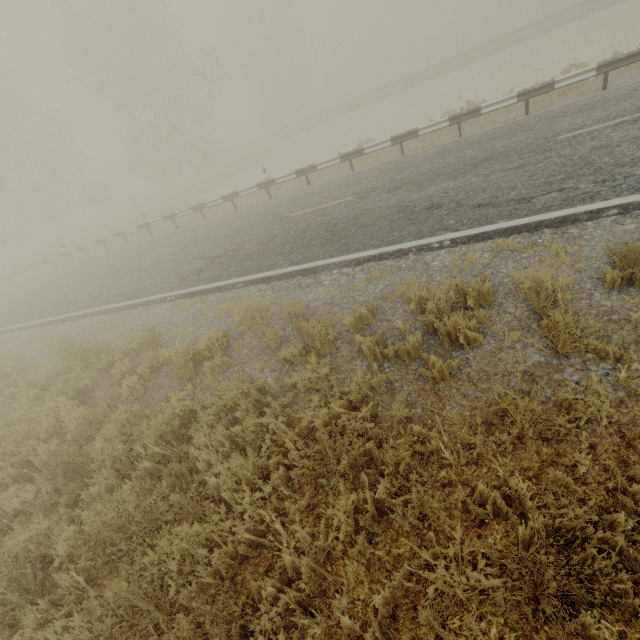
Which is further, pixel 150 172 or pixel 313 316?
pixel 150 172

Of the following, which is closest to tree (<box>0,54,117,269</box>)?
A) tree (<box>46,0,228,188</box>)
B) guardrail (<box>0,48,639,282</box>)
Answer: guardrail (<box>0,48,639,282</box>)

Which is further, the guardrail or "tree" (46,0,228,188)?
"tree" (46,0,228,188)

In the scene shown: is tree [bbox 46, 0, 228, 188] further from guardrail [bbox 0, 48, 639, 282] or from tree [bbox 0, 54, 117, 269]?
guardrail [bbox 0, 48, 639, 282]

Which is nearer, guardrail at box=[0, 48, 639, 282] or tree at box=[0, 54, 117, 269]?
guardrail at box=[0, 48, 639, 282]

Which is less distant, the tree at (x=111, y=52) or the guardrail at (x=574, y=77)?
the guardrail at (x=574, y=77)

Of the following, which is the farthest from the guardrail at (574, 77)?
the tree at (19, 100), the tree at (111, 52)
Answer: the tree at (111, 52)

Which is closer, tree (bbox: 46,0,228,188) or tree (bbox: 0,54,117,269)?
tree (bbox: 46,0,228,188)
